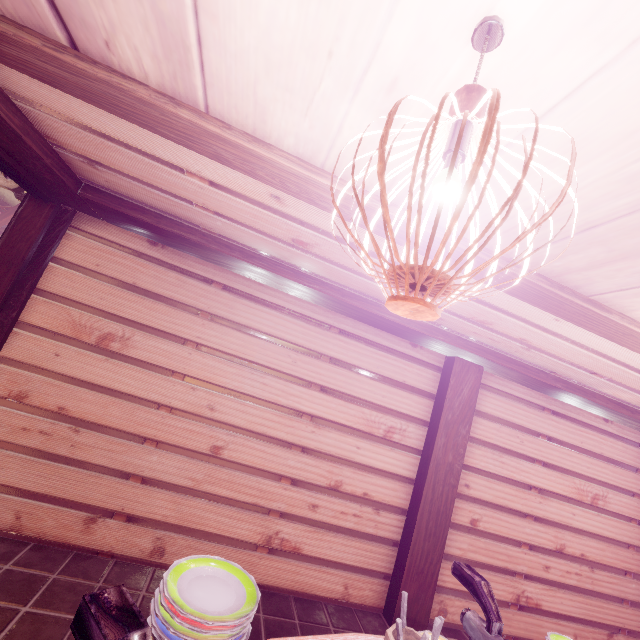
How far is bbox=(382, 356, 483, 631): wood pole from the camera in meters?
6.0

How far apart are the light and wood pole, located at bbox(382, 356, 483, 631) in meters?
5.9

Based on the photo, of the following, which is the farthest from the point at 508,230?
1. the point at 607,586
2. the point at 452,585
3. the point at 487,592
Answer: the point at 607,586

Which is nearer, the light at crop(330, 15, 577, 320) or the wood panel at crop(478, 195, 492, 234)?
the light at crop(330, 15, 577, 320)

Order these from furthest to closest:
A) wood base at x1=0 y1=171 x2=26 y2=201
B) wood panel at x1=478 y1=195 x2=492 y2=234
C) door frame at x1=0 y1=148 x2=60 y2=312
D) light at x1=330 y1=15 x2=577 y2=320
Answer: wood base at x1=0 y1=171 x2=26 y2=201, door frame at x1=0 y1=148 x2=60 y2=312, wood panel at x1=478 y1=195 x2=492 y2=234, light at x1=330 y1=15 x2=577 y2=320

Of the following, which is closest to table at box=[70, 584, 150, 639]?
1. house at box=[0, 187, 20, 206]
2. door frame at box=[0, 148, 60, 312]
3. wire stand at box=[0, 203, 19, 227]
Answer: door frame at box=[0, 148, 60, 312]

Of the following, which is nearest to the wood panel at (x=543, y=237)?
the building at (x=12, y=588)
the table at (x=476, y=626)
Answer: the building at (x=12, y=588)

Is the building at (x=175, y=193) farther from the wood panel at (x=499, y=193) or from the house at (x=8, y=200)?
the house at (x=8, y=200)
